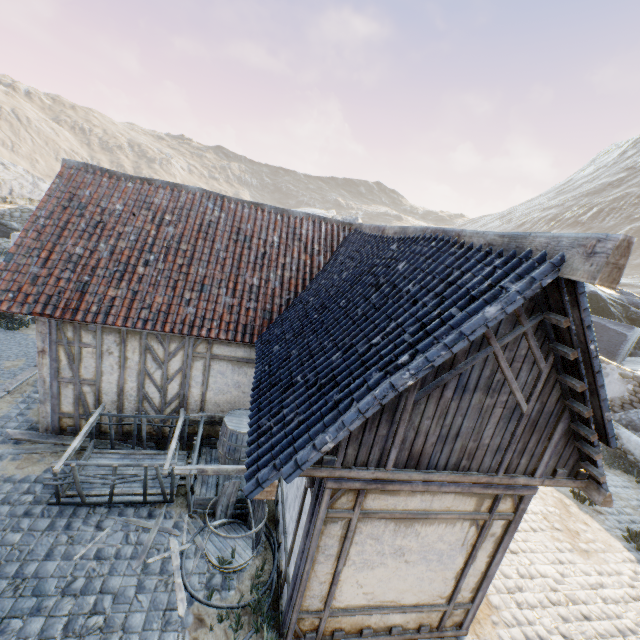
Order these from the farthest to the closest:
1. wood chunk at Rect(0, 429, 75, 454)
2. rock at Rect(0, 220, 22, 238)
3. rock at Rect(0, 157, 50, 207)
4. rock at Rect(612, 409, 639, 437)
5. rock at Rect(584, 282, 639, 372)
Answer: rock at Rect(0, 157, 50, 207)
rock at Rect(0, 220, 22, 238)
rock at Rect(584, 282, 639, 372)
rock at Rect(612, 409, 639, 437)
wood chunk at Rect(0, 429, 75, 454)

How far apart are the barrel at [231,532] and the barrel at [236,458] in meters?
1.0 m

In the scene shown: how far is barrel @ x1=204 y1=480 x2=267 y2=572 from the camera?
5.3 meters

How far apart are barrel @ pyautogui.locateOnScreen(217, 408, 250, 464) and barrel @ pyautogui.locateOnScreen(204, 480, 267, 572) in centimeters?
100cm

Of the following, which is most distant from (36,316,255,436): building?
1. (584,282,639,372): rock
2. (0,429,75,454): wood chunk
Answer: (584,282,639,372): rock

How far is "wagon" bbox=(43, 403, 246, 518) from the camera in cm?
573

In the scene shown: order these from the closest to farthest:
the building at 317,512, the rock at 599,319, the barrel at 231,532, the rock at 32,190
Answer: the building at 317,512, the barrel at 231,532, the rock at 599,319, the rock at 32,190

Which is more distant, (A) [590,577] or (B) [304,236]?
(B) [304,236]
